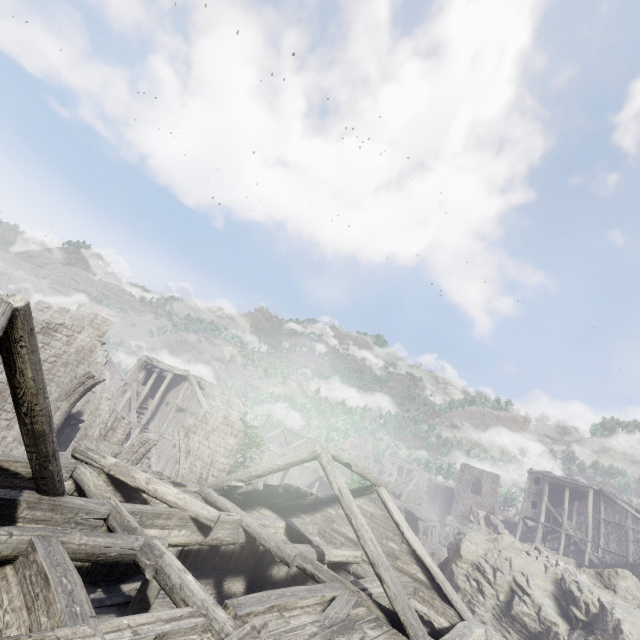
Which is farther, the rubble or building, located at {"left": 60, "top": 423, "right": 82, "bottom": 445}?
building, located at {"left": 60, "top": 423, "right": 82, "bottom": 445}

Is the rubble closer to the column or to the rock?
the rock

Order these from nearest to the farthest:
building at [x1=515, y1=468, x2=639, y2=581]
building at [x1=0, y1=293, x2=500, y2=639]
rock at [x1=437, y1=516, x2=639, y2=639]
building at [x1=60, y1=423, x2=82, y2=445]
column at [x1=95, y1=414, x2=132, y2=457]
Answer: building at [x1=0, y1=293, x2=500, y2=639] → rock at [x1=437, y1=516, x2=639, y2=639] → column at [x1=95, y1=414, x2=132, y2=457] → building at [x1=60, y1=423, x2=82, y2=445] → building at [x1=515, y1=468, x2=639, y2=581]

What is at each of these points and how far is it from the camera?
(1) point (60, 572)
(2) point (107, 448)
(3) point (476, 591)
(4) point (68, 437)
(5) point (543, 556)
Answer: (1) building, 4.62m
(2) column, 16.52m
(3) rock, 17.77m
(4) building, 32.62m
(5) rubble, 19.67m

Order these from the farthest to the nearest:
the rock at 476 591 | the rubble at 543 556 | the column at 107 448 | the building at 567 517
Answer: the building at 567 517
the rubble at 543 556
the column at 107 448
the rock at 476 591

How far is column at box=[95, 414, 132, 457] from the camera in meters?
16.6

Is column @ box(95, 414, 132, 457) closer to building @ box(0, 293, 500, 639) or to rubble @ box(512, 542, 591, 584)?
building @ box(0, 293, 500, 639)

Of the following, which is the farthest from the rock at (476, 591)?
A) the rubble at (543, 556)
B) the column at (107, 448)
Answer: the column at (107, 448)
